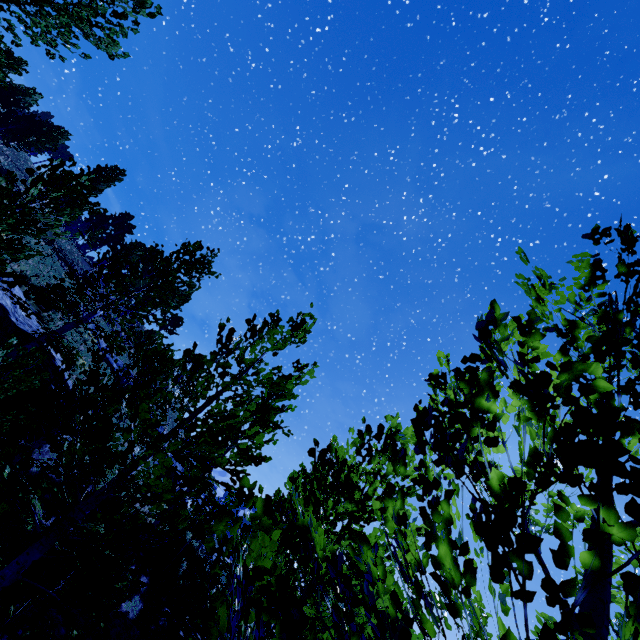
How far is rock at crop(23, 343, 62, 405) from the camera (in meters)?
11.46

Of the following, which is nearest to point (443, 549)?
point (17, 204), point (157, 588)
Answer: point (17, 204)

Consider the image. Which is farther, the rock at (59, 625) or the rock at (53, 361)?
the rock at (53, 361)

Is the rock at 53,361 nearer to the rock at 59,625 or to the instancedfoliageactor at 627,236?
the rock at 59,625

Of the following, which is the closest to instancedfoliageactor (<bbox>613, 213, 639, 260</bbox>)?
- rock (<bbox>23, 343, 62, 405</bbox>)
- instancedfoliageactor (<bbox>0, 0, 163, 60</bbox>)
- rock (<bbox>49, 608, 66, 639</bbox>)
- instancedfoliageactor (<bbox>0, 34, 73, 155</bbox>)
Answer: rock (<bbox>49, 608, 66, 639</bbox>)

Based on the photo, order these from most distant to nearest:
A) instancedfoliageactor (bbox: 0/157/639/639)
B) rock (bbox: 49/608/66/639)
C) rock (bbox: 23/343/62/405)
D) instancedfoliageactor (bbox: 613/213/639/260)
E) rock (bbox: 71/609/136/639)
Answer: rock (bbox: 23/343/62/405)
rock (bbox: 71/609/136/639)
rock (bbox: 49/608/66/639)
instancedfoliageactor (bbox: 613/213/639/260)
instancedfoliageactor (bbox: 0/157/639/639)

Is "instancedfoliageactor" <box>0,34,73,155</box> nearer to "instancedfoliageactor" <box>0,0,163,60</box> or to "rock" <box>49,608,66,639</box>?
"instancedfoliageactor" <box>0,0,163,60</box>
